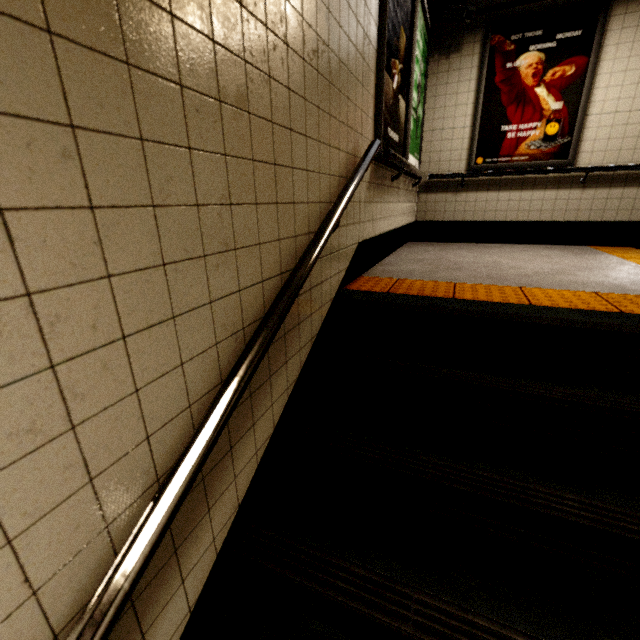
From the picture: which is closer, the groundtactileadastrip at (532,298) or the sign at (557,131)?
the groundtactileadastrip at (532,298)

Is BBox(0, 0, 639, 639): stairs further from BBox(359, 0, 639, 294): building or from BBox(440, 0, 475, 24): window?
BBox(440, 0, 475, 24): window

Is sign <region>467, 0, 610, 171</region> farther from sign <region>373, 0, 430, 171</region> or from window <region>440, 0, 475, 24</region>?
sign <region>373, 0, 430, 171</region>

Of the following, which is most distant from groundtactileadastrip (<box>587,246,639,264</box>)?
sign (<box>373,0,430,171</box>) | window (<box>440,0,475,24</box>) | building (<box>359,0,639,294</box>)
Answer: window (<box>440,0,475,24</box>)

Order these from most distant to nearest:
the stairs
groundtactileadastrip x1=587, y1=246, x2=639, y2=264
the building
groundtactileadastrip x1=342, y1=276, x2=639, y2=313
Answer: groundtactileadastrip x1=587, y1=246, x2=639, y2=264 < the building < groundtactileadastrip x1=342, y1=276, x2=639, y2=313 < the stairs

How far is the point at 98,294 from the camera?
0.7m

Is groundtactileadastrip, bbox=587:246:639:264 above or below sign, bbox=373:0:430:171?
below

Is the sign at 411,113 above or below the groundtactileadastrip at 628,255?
above
